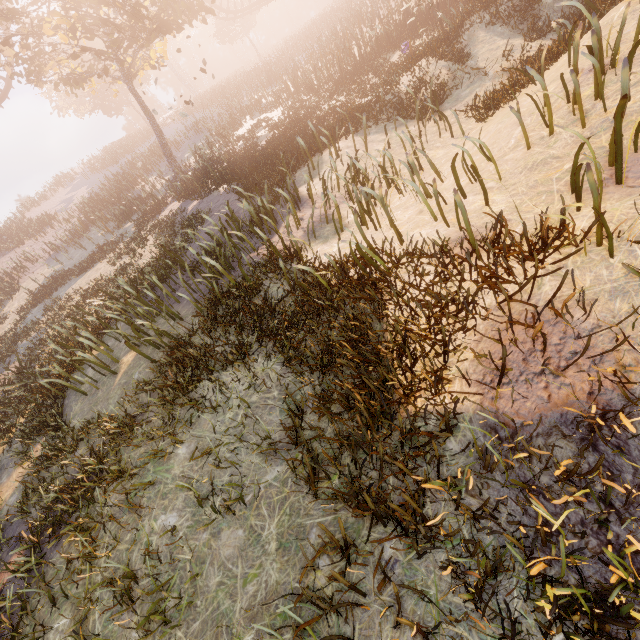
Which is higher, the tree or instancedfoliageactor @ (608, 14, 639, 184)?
the tree

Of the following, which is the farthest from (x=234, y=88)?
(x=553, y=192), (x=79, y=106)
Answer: (x=553, y=192)

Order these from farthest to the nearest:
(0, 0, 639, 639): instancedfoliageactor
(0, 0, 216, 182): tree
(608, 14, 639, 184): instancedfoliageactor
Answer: (0, 0, 216, 182): tree
(608, 14, 639, 184): instancedfoliageactor
(0, 0, 639, 639): instancedfoliageactor

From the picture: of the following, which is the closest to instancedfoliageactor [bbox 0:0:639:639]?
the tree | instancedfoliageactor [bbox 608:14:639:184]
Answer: instancedfoliageactor [bbox 608:14:639:184]

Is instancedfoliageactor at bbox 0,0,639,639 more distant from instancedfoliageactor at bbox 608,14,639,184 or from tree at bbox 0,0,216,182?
tree at bbox 0,0,216,182

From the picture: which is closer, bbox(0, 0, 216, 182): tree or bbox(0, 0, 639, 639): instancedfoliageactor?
bbox(0, 0, 639, 639): instancedfoliageactor

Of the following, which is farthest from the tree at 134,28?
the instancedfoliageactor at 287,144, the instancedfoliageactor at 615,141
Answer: the instancedfoliageactor at 615,141
